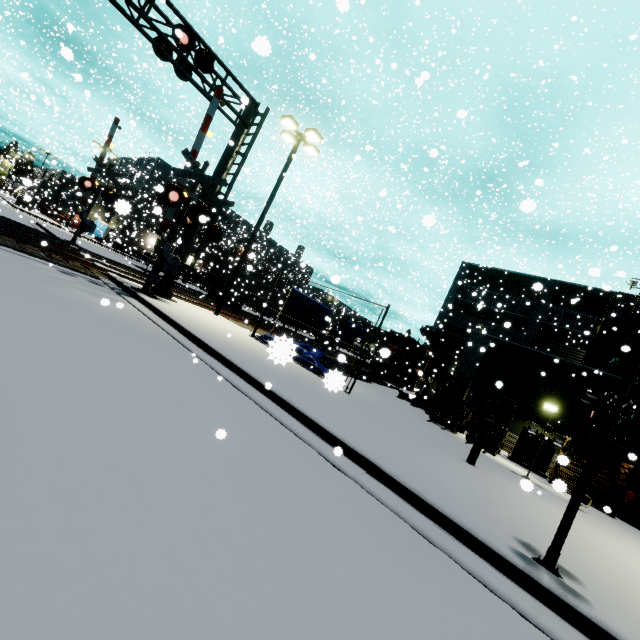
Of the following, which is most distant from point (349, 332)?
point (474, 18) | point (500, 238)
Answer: point (500, 238)

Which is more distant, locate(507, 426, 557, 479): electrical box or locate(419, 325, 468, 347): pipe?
locate(419, 325, 468, 347): pipe

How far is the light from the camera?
A: 15.05m

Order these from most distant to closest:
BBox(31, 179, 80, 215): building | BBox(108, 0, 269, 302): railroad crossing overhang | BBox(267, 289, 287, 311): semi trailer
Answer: BBox(31, 179, 80, 215): building, BBox(267, 289, 287, 311): semi trailer, BBox(108, 0, 269, 302): railroad crossing overhang

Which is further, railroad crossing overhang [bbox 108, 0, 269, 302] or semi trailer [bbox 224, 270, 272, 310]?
semi trailer [bbox 224, 270, 272, 310]

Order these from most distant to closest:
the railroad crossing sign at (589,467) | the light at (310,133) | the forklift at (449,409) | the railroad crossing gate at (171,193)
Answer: the light at (310,133) < the forklift at (449,409) < the railroad crossing gate at (171,193) < the railroad crossing sign at (589,467)

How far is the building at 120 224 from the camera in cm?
1644

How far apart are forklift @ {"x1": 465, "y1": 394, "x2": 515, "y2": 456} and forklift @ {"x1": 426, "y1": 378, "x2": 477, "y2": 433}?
0.5m
